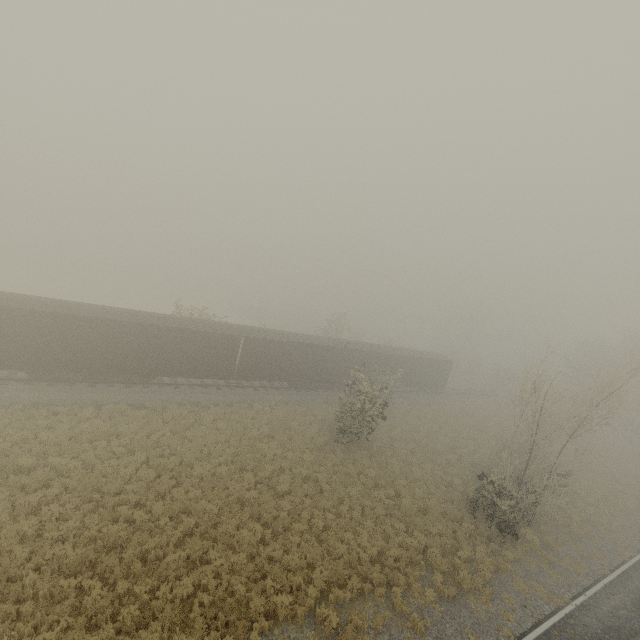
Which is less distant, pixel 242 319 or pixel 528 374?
pixel 528 374
